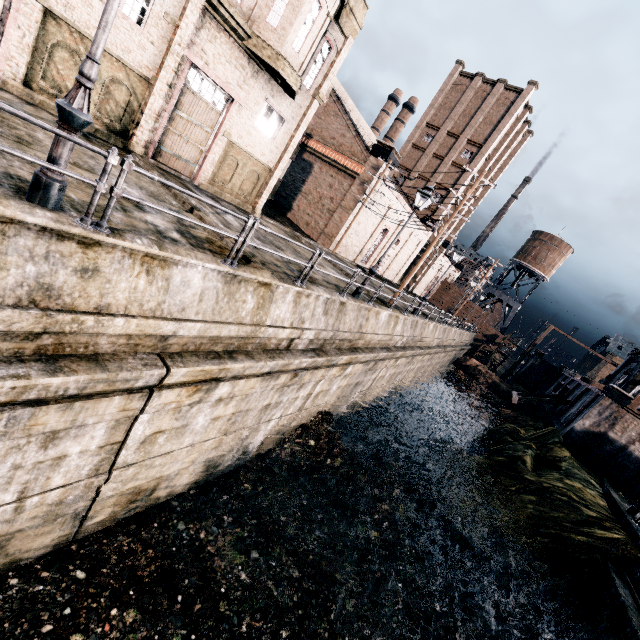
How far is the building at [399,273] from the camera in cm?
4069

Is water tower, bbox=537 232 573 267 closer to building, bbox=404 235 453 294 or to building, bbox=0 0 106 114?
building, bbox=404 235 453 294

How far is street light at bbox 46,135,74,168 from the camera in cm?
482

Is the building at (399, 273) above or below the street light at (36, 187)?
above

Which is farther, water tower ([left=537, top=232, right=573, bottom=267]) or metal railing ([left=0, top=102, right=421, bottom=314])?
water tower ([left=537, top=232, right=573, bottom=267])

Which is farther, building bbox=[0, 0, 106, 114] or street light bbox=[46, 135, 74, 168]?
building bbox=[0, 0, 106, 114]

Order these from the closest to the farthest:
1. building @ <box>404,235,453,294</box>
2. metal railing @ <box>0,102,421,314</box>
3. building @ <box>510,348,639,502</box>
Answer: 1. metal railing @ <box>0,102,421,314</box>
2. building @ <box>510,348,639,502</box>
3. building @ <box>404,235,453,294</box>

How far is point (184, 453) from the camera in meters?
9.7
